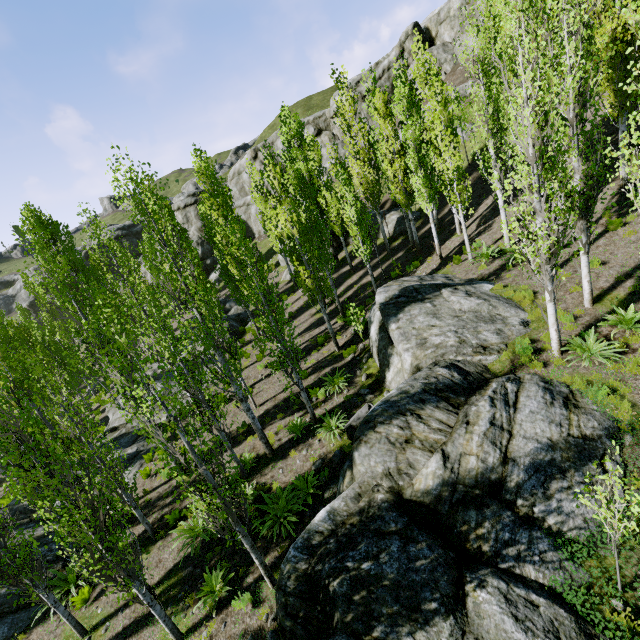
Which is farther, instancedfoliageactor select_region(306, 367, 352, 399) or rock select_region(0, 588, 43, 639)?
instancedfoliageactor select_region(306, 367, 352, 399)

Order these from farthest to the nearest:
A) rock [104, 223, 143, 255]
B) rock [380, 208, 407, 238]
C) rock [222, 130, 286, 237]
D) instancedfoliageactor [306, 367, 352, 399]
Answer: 1. rock [104, 223, 143, 255]
2. rock [222, 130, 286, 237]
3. rock [380, 208, 407, 238]
4. instancedfoliageactor [306, 367, 352, 399]

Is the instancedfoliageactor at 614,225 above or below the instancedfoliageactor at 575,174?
below

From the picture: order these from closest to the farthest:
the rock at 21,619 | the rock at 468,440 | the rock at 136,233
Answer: the rock at 468,440, the rock at 21,619, the rock at 136,233

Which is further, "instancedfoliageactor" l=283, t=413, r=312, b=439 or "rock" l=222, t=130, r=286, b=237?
"rock" l=222, t=130, r=286, b=237

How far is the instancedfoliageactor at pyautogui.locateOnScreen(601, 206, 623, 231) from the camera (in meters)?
8.66

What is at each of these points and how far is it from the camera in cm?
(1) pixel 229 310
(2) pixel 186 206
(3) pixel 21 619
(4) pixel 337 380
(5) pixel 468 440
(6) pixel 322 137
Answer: (1) rock, 3306
(2) rock, 4906
(3) rock, 1052
(4) instancedfoliageactor, 1380
(5) rock, 668
(6) rock, 4253
